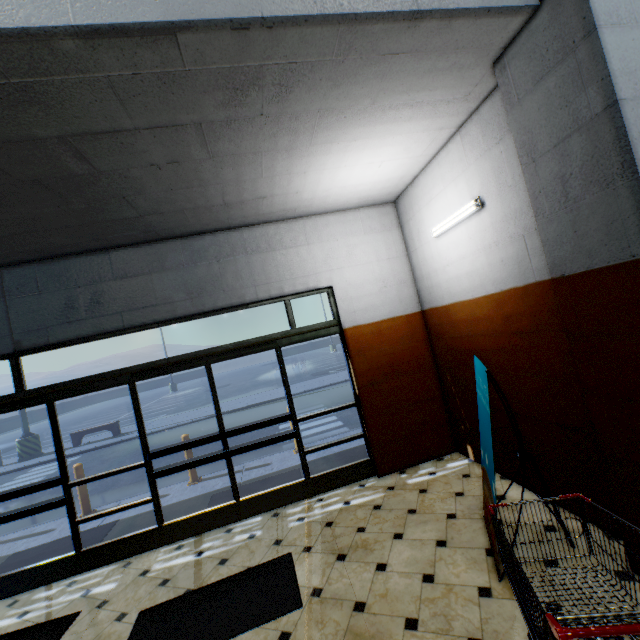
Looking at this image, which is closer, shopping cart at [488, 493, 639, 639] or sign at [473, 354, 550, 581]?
shopping cart at [488, 493, 639, 639]

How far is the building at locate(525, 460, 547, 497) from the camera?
3.4 meters

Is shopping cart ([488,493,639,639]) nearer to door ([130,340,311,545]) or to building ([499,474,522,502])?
building ([499,474,522,502])

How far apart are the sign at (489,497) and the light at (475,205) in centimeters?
154cm

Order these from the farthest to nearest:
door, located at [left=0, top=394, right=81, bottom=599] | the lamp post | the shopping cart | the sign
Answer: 1. the lamp post
2. door, located at [left=0, top=394, right=81, bottom=599]
3. the sign
4. the shopping cart

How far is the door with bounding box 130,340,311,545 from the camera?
4.26m

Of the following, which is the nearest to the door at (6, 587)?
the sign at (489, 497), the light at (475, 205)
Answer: the sign at (489, 497)

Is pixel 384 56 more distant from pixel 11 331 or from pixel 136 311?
pixel 11 331
